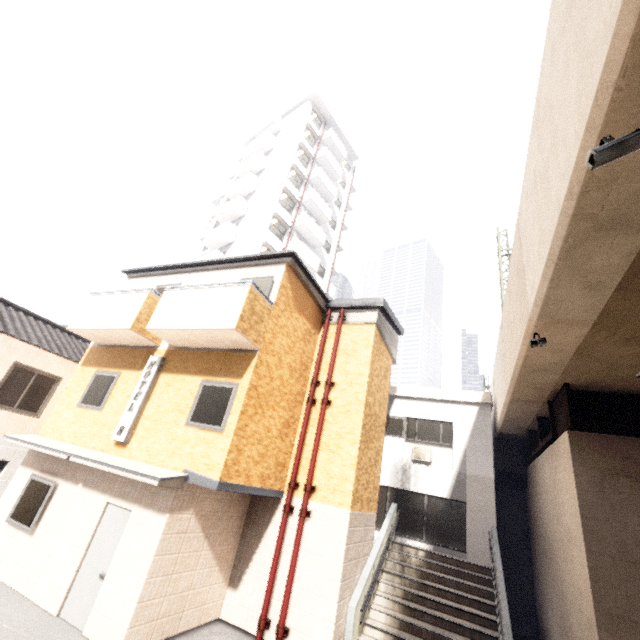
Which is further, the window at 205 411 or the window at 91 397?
the window at 91 397

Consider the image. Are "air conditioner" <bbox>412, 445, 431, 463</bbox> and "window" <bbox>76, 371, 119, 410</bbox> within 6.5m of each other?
no

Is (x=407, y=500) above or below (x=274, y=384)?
below

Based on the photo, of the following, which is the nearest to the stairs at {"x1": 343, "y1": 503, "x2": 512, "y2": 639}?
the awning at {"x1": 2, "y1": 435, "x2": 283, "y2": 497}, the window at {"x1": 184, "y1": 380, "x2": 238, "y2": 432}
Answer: the awning at {"x1": 2, "y1": 435, "x2": 283, "y2": 497}

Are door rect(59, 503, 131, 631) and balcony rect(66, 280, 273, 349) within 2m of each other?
no

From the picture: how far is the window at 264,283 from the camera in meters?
9.0 m

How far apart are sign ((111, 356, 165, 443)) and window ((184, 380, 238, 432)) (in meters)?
1.48

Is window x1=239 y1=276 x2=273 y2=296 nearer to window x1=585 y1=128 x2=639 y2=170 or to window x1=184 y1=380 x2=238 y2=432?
window x1=184 y1=380 x2=238 y2=432
